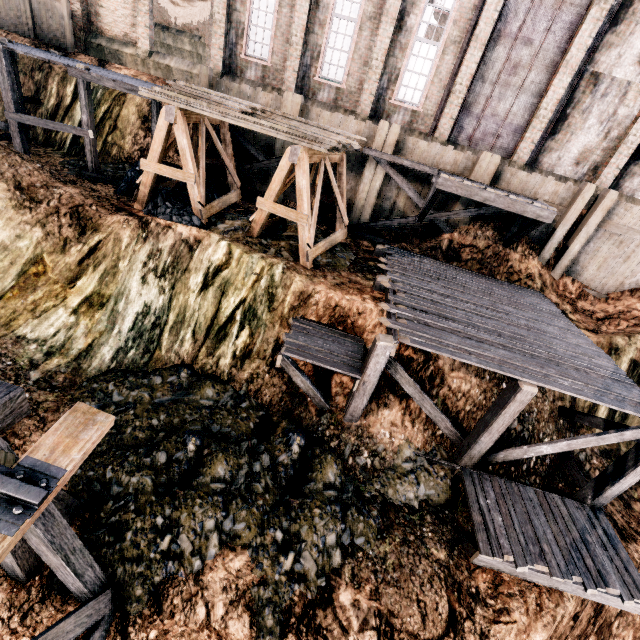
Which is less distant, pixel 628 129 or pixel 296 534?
pixel 296 534

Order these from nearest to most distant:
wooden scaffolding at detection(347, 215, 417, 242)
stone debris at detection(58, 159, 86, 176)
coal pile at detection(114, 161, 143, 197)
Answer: coal pile at detection(114, 161, 143, 197)
stone debris at detection(58, 159, 86, 176)
wooden scaffolding at detection(347, 215, 417, 242)

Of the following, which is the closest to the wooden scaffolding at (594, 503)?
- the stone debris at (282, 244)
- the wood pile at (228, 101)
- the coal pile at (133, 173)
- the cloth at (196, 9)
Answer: the stone debris at (282, 244)

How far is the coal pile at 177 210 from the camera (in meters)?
12.79

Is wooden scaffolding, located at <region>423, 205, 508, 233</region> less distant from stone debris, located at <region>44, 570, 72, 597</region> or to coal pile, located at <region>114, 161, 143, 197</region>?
coal pile, located at <region>114, 161, 143, 197</region>

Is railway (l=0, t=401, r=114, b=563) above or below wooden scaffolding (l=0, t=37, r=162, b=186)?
below

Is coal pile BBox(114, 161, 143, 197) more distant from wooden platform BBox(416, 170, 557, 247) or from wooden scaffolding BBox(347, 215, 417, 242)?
wooden platform BBox(416, 170, 557, 247)

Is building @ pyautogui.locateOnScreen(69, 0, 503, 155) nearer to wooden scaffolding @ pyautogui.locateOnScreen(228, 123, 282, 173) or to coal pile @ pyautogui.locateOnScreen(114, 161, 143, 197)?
wooden scaffolding @ pyautogui.locateOnScreen(228, 123, 282, 173)
